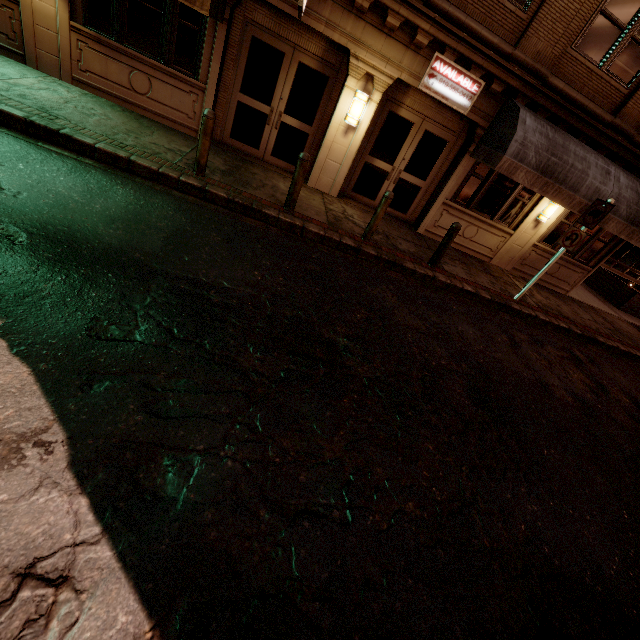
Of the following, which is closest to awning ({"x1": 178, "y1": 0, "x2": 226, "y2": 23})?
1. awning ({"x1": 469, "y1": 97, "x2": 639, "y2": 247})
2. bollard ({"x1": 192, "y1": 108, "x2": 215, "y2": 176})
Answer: bollard ({"x1": 192, "y1": 108, "x2": 215, "y2": 176})

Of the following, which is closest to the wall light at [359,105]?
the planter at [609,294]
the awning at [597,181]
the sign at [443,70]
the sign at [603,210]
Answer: the sign at [443,70]

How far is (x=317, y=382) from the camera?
3.9m

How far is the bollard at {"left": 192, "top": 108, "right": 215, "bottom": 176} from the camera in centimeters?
607cm

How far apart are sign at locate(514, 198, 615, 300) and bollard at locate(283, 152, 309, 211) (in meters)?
6.80

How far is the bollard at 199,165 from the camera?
6.1 meters

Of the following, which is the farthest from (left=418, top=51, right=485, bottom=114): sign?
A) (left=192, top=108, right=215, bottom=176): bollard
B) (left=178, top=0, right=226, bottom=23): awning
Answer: (left=192, top=108, right=215, bottom=176): bollard

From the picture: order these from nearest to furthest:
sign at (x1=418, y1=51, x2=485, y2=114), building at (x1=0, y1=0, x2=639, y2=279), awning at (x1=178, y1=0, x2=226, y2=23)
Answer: awning at (x1=178, y1=0, x2=226, y2=23) < building at (x1=0, y1=0, x2=639, y2=279) < sign at (x1=418, y1=51, x2=485, y2=114)
